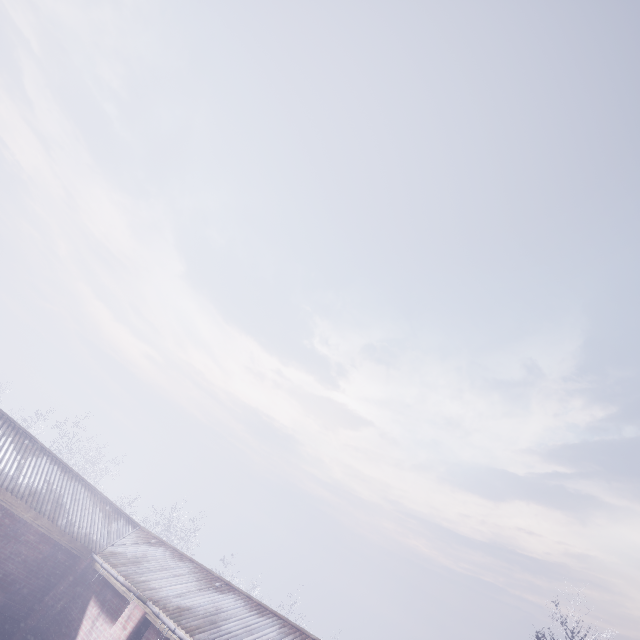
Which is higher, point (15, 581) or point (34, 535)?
point (34, 535)
